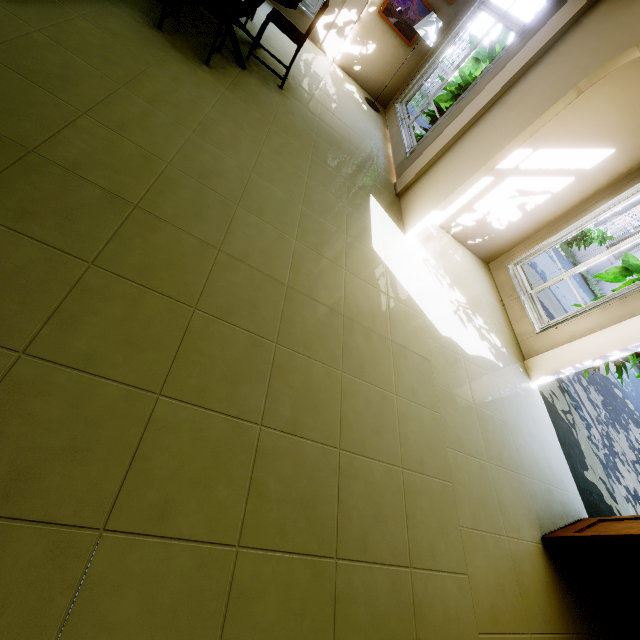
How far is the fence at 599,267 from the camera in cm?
1413

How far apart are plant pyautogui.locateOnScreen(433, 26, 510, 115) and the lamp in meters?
1.0 m

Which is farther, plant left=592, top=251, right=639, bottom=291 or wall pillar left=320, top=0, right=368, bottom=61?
wall pillar left=320, top=0, right=368, bottom=61

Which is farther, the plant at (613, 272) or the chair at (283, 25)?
the plant at (613, 272)

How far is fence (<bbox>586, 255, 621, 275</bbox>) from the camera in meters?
14.1 m

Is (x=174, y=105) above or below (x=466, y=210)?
below

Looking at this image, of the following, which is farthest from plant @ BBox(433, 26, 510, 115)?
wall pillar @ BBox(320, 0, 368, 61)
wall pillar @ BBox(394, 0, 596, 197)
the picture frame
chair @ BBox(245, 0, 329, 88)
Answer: chair @ BBox(245, 0, 329, 88)

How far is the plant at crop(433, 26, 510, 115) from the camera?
5.2m
